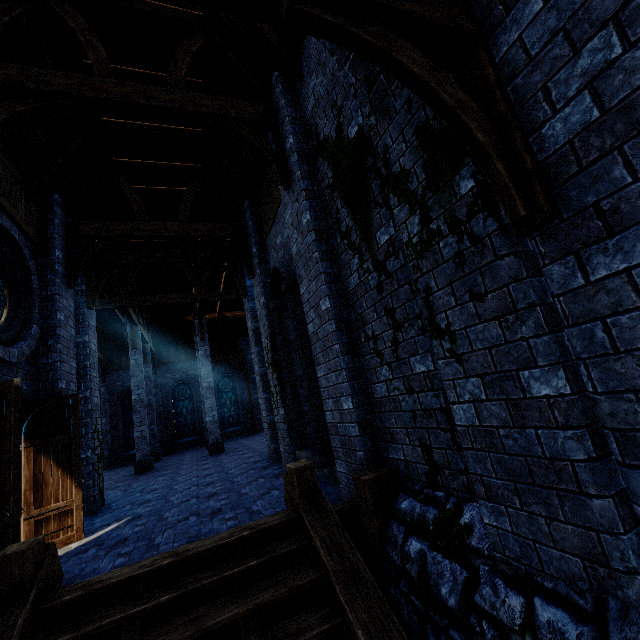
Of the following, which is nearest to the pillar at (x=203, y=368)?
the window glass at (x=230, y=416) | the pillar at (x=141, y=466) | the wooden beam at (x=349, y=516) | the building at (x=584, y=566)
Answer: the building at (x=584, y=566)

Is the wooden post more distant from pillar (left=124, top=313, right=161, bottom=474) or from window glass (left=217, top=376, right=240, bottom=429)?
window glass (left=217, top=376, right=240, bottom=429)

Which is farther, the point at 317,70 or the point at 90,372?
the point at 90,372

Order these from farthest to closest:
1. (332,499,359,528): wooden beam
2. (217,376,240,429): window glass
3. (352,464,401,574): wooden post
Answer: (217,376,240,429): window glass → (332,499,359,528): wooden beam → (352,464,401,574): wooden post

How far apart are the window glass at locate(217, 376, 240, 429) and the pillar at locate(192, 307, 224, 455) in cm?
743

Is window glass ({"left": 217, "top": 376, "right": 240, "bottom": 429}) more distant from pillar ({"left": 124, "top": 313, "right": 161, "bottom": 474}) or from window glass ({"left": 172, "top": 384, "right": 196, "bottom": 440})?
pillar ({"left": 124, "top": 313, "right": 161, "bottom": 474})

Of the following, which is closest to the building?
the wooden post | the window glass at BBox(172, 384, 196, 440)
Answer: the wooden post

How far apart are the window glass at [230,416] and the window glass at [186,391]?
1.5 meters
